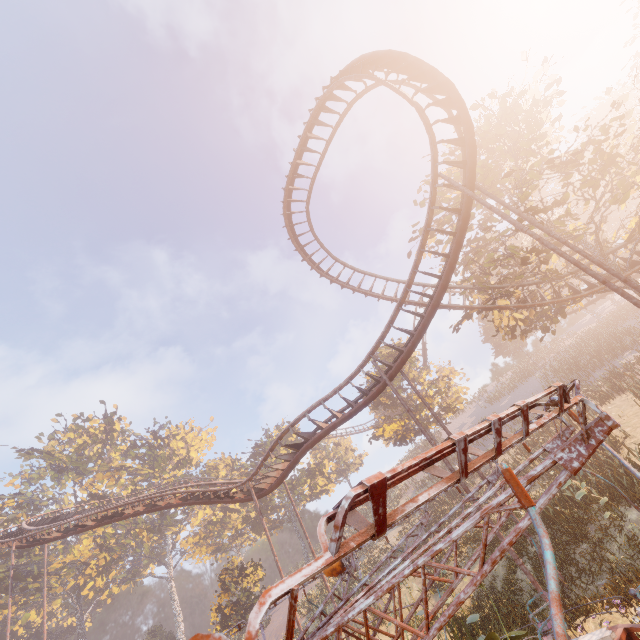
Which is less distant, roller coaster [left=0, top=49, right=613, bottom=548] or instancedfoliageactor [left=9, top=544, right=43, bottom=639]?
roller coaster [left=0, top=49, right=613, bottom=548]

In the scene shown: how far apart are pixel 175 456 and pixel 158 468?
2.79m

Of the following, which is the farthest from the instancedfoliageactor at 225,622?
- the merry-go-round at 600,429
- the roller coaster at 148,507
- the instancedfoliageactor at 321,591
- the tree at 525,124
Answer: the tree at 525,124

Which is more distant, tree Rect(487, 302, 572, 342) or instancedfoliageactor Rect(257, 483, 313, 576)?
instancedfoliageactor Rect(257, 483, 313, 576)

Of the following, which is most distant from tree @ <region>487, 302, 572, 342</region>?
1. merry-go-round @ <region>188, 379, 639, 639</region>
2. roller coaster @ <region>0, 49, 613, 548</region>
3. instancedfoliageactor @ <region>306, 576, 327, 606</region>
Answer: instancedfoliageactor @ <region>306, 576, 327, 606</region>

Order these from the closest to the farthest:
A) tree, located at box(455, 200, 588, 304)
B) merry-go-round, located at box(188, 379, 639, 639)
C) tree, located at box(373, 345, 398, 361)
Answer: merry-go-round, located at box(188, 379, 639, 639)
tree, located at box(455, 200, 588, 304)
tree, located at box(373, 345, 398, 361)
